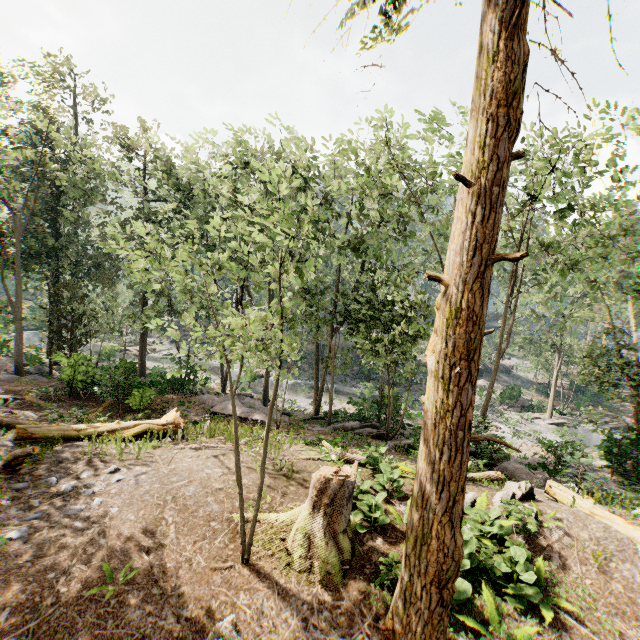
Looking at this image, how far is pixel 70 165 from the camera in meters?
21.8

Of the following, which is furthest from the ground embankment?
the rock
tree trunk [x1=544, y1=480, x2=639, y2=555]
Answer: tree trunk [x1=544, y1=480, x2=639, y2=555]

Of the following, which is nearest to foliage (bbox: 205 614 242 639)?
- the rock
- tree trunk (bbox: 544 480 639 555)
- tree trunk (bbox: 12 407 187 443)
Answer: the rock

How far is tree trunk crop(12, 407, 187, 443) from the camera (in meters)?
10.06

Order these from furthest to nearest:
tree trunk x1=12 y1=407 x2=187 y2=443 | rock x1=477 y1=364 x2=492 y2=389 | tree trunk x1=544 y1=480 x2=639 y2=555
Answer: rock x1=477 y1=364 x2=492 y2=389 < tree trunk x1=12 y1=407 x2=187 y2=443 < tree trunk x1=544 y1=480 x2=639 y2=555

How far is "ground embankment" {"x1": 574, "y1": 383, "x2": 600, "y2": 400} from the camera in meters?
37.0

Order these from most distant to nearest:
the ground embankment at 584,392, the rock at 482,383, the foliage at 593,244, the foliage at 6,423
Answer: the rock at 482,383
the ground embankment at 584,392
the foliage at 6,423
the foliage at 593,244

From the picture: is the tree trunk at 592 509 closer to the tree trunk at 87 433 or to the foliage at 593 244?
the foliage at 593 244
